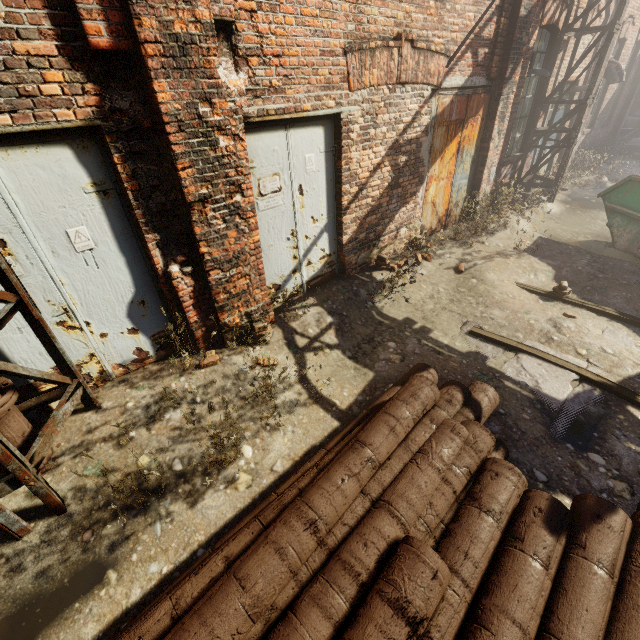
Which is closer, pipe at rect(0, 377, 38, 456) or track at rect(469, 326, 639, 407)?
pipe at rect(0, 377, 38, 456)

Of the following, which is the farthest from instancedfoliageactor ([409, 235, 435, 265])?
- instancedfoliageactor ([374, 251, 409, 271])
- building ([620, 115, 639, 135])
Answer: building ([620, 115, 639, 135])

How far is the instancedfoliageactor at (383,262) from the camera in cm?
507

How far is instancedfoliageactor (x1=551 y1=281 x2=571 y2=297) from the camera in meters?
5.4

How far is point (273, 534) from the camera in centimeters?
205cm

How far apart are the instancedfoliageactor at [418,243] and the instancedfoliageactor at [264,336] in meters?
3.5 m

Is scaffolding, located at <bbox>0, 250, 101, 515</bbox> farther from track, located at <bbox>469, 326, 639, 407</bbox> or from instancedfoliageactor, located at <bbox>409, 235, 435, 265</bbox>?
instancedfoliageactor, located at <bbox>409, 235, 435, 265</bbox>

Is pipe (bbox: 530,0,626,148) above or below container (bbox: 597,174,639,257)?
above
